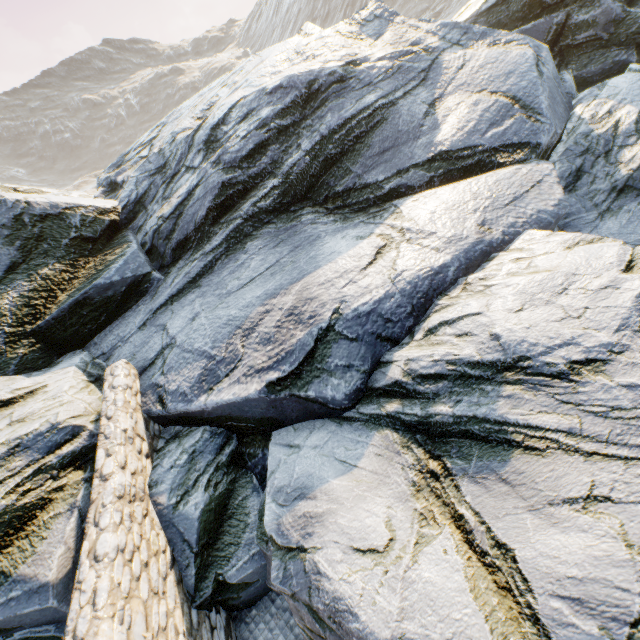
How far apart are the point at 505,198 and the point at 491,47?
6.5m
